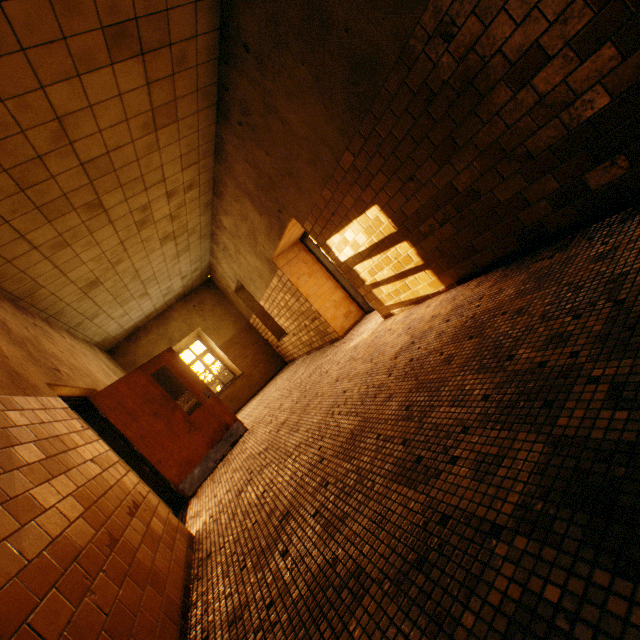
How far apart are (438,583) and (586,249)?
2.3m

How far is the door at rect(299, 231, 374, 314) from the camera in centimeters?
695cm

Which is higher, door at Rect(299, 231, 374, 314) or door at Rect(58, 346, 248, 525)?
door at Rect(299, 231, 374, 314)

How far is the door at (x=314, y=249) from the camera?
7.0 meters

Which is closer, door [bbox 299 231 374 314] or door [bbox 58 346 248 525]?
door [bbox 58 346 248 525]

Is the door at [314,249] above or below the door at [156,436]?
above

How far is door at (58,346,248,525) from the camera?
4.7 meters
